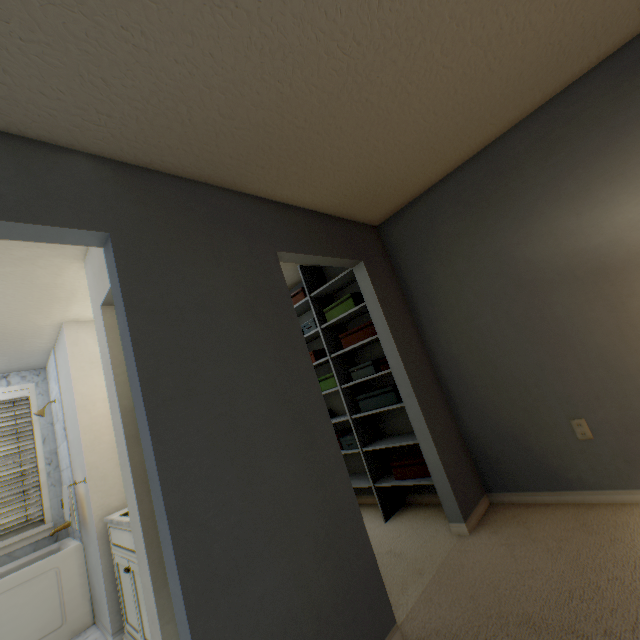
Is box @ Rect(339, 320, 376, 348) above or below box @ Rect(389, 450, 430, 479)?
above

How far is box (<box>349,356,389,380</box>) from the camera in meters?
2.7

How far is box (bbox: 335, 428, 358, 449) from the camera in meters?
3.0 m

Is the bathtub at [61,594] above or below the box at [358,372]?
below

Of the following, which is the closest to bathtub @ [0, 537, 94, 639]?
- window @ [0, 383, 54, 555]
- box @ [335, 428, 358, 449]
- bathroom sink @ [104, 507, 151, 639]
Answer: window @ [0, 383, 54, 555]

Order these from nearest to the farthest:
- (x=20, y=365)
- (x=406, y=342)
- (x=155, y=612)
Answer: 1. (x=155, y=612)
2. (x=406, y=342)
3. (x=20, y=365)

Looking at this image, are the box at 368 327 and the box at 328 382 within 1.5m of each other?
yes

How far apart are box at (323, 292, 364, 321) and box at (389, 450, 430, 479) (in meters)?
1.37
